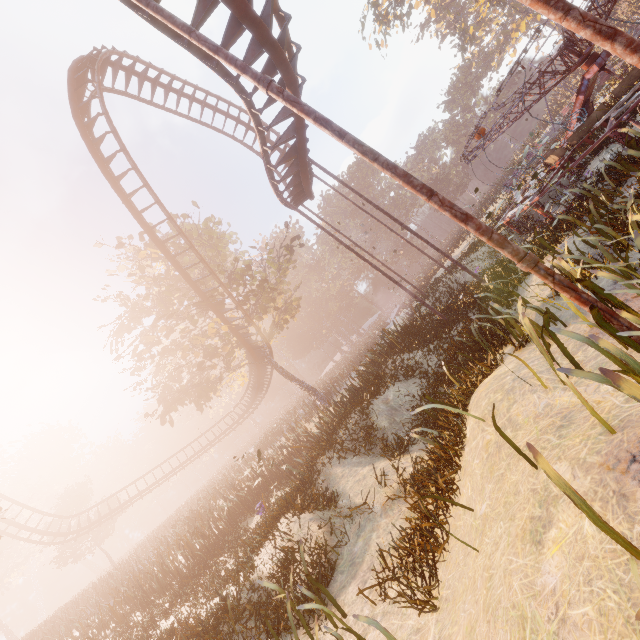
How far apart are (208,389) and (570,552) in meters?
23.1 m

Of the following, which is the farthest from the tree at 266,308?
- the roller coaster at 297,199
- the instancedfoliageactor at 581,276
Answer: the instancedfoliageactor at 581,276

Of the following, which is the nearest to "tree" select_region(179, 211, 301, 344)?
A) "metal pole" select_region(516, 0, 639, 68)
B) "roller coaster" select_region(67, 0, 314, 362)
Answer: "roller coaster" select_region(67, 0, 314, 362)

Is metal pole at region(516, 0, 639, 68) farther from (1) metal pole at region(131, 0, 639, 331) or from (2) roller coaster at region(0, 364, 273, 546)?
(1) metal pole at region(131, 0, 639, 331)

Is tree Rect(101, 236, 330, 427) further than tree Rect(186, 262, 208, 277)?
No

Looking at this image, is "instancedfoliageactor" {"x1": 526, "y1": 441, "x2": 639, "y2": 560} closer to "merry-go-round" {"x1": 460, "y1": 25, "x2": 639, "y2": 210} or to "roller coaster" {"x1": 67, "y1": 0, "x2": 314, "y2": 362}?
"roller coaster" {"x1": 67, "y1": 0, "x2": 314, "y2": 362}

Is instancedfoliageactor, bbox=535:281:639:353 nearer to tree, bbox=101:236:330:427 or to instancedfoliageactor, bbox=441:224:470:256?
tree, bbox=101:236:330:427

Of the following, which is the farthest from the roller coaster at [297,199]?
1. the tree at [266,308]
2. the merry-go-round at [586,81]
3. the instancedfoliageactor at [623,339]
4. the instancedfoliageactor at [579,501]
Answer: the instancedfoliageactor at [579,501]
